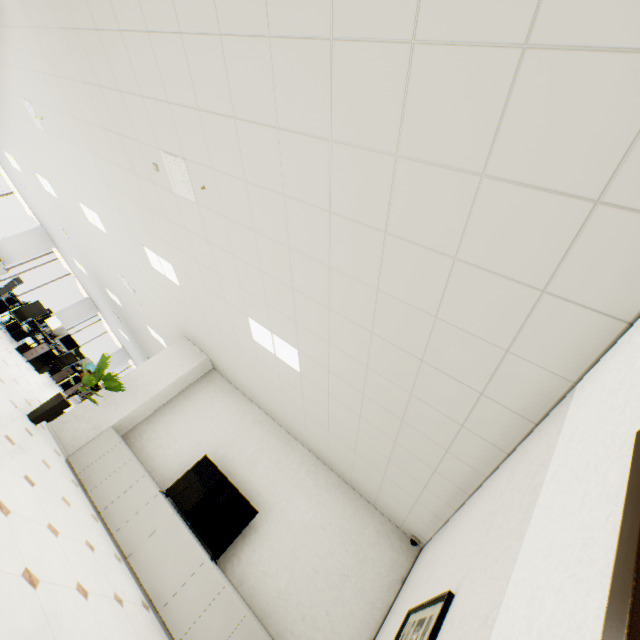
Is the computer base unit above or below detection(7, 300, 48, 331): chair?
below

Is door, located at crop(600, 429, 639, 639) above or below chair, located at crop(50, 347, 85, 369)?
above

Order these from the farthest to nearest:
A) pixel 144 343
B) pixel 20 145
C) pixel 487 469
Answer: pixel 144 343
pixel 20 145
pixel 487 469

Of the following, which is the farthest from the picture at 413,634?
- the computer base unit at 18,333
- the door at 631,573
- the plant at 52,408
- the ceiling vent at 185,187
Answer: the computer base unit at 18,333

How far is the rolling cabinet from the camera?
9.2m

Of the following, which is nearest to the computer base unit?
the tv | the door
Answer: the tv

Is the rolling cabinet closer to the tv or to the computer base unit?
the computer base unit

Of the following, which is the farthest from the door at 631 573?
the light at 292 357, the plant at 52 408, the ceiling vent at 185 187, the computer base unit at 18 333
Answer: the computer base unit at 18 333
